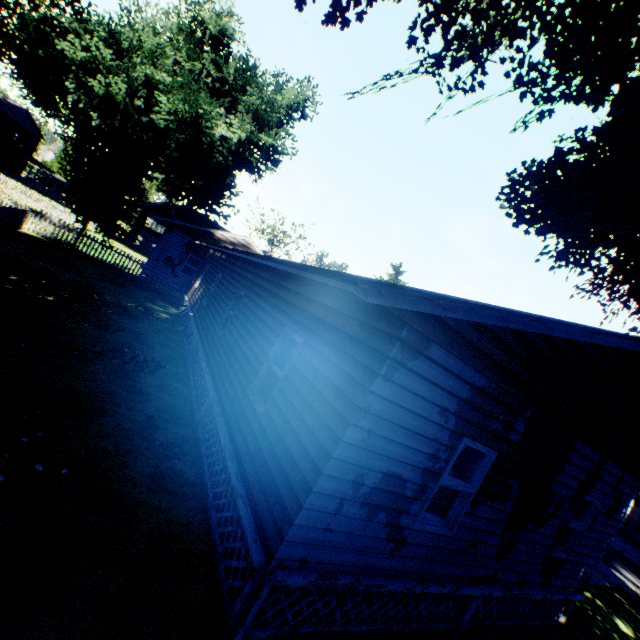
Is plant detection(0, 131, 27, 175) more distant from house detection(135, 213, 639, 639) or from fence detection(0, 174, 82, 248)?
house detection(135, 213, 639, 639)

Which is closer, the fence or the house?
the house

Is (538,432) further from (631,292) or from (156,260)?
(156,260)

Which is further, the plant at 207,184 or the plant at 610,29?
the plant at 207,184

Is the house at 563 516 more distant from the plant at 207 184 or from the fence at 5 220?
the plant at 207 184

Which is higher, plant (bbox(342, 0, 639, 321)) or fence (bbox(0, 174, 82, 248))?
plant (bbox(342, 0, 639, 321))

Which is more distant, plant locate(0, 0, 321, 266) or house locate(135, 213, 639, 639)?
plant locate(0, 0, 321, 266)

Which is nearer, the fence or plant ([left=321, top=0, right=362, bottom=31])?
plant ([left=321, top=0, right=362, bottom=31])
